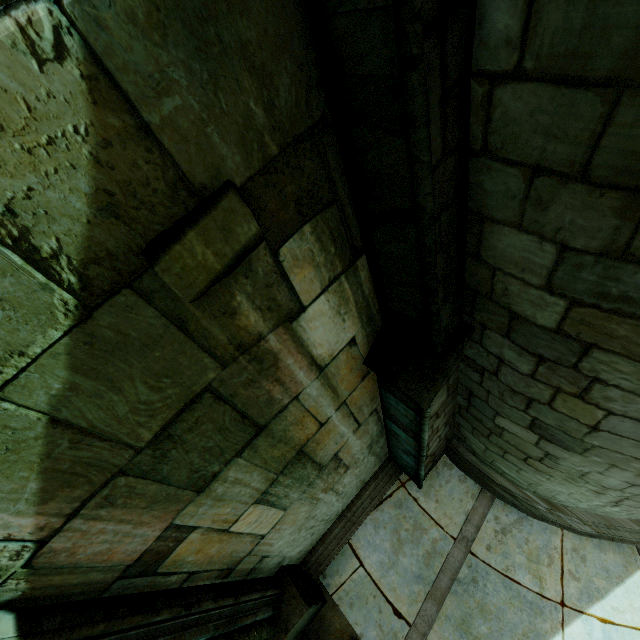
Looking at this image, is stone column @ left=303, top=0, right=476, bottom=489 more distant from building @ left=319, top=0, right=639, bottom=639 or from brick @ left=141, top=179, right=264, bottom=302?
brick @ left=141, top=179, right=264, bottom=302

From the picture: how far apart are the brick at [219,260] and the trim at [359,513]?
5.64m

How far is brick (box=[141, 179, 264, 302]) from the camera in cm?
157

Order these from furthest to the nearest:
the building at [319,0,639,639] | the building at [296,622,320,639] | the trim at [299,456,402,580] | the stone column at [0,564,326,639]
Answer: the trim at [299,456,402,580]
the building at [296,622,320,639]
the stone column at [0,564,326,639]
the building at [319,0,639,639]

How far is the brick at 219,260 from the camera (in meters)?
1.57

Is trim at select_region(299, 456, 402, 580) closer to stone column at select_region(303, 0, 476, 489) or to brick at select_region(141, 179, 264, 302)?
stone column at select_region(303, 0, 476, 489)

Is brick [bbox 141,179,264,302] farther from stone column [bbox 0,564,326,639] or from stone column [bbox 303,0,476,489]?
stone column [bbox 0,564,326,639]

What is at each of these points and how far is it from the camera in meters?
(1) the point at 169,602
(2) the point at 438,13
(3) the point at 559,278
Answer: (1) stone column, 3.1 m
(2) stone column, 1.2 m
(3) building, 1.9 m
